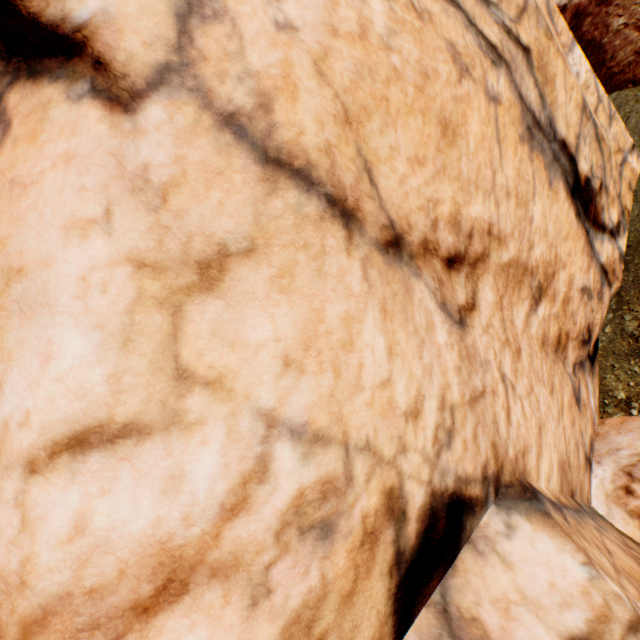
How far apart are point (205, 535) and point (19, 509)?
0.90m
